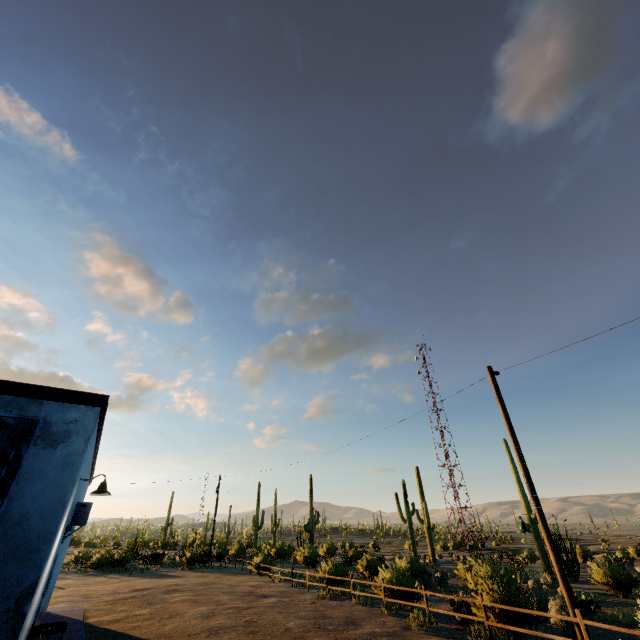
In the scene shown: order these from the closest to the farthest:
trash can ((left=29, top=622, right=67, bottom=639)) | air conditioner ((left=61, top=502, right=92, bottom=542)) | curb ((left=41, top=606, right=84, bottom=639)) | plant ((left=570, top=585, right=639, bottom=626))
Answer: trash can ((left=29, top=622, right=67, bottom=639)), air conditioner ((left=61, top=502, right=92, bottom=542)), curb ((left=41, top=606, right=84, bottom=639)), plant ((left=570, top=585, right=639, bottom=626))

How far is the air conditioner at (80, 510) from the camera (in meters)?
8.48

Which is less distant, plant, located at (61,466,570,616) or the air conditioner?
the air conditioner

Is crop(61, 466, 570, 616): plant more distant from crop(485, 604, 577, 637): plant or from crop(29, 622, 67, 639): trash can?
crop(29, 622, 67, 639): trash can

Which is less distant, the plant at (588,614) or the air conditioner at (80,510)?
the air conditioner at (80,510)

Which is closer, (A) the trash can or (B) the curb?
(A) the trash can

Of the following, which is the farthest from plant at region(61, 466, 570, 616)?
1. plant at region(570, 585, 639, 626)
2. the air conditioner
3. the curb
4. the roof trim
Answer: the air conditioner

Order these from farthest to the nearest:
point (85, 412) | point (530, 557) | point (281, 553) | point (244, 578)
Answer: point (281, 553)
point (530, 557)
point (244, 578)
point (85, 412)
